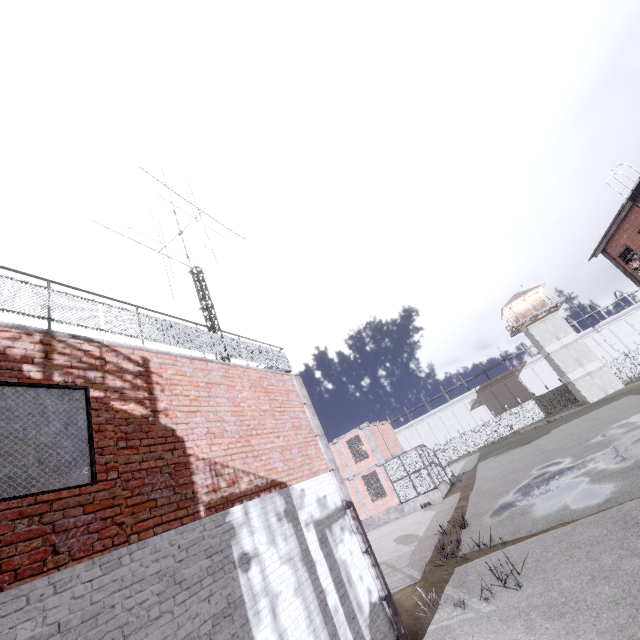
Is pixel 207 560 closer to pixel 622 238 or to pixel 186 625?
pixel 186 625

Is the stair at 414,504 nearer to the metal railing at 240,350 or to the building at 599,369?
the metal railing at 240,350

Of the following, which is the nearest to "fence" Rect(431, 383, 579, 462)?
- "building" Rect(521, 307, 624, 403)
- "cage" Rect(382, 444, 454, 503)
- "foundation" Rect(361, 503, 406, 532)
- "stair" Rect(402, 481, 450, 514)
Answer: "building" Rect(521, 307, 624, 403)

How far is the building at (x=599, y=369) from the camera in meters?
38.4 m

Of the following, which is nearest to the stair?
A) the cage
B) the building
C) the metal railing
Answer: the cage

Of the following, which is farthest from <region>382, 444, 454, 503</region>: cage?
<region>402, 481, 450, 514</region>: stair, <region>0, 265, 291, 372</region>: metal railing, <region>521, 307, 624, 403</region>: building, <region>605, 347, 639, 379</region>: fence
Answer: <region>521, 307, 624, 403</region>: building

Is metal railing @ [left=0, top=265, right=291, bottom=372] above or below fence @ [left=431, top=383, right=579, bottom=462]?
above

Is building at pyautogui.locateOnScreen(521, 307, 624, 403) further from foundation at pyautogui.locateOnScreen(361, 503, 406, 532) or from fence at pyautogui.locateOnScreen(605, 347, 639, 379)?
foundation at pyautogui.locateOnScreen(361, 503, 406, 532)
